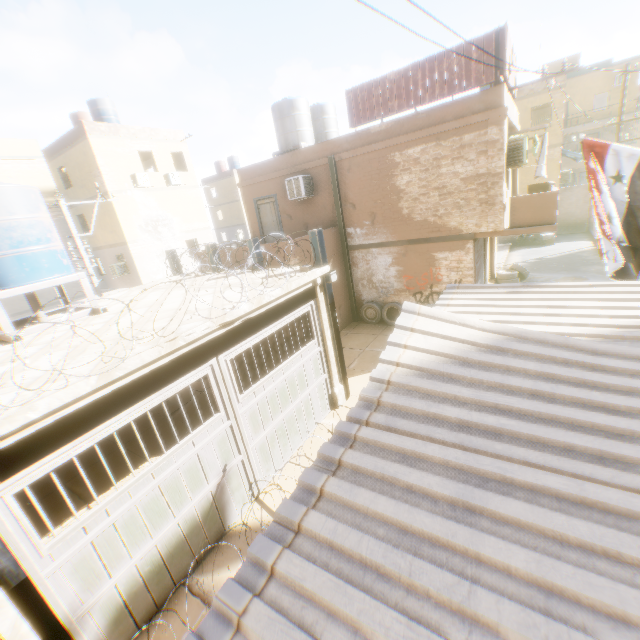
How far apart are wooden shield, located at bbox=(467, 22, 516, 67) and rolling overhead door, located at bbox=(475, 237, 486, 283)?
0.3 meters

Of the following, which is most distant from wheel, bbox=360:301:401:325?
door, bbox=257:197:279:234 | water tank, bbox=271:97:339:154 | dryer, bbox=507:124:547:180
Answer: door, bbox=257:197:279:234

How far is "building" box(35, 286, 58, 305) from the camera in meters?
25.2 m

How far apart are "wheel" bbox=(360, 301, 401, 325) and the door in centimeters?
498cm

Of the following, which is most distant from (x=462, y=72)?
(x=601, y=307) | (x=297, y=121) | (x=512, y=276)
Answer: (x=512, y=276)

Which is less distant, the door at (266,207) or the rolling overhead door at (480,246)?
the rolling overhead door at (480,246)

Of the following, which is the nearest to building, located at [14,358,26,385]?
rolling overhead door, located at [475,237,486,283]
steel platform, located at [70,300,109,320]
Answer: rolling overhead door, located at [475,237,486,283]

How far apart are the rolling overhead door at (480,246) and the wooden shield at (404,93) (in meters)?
0.33
